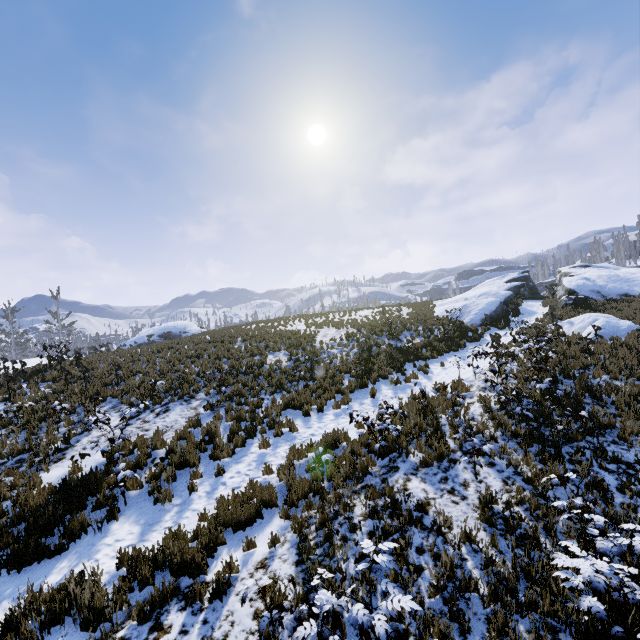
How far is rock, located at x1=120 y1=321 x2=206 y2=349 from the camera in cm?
3734

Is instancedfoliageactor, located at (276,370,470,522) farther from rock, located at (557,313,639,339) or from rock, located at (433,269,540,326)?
rock, located at (433,269,540,326)

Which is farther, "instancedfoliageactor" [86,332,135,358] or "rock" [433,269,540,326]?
"rock" [433,269,540,326]

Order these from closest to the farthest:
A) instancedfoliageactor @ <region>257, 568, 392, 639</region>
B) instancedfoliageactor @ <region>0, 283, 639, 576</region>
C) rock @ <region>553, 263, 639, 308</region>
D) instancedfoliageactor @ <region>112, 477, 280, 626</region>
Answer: instancedfoliageactor @ <region>257, 568, 392, 639</region> → instancedfoliageactor @ <region>112, 477, 280, 626</region> → instancedfoliageactor @ <region>0, 283, 639, 576</region> → rock @ <region>553, 263, 639, 308</region>

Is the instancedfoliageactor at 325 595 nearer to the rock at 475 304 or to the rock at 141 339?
the rock at 475 304

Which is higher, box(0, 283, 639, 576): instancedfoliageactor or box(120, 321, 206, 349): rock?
box(120, 321, 206, 349): rock

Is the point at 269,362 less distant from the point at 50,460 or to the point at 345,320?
the point at 50,460

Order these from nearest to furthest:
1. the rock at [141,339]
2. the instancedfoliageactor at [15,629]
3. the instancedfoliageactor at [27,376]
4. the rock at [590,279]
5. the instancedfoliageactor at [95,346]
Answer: the instancedfoliageactor at [15,629]
the instancedfoliageactor at [27,376]
the instancedfoliageactor at [95,346]
the rock at [590,279]
the rock at [141,339]
